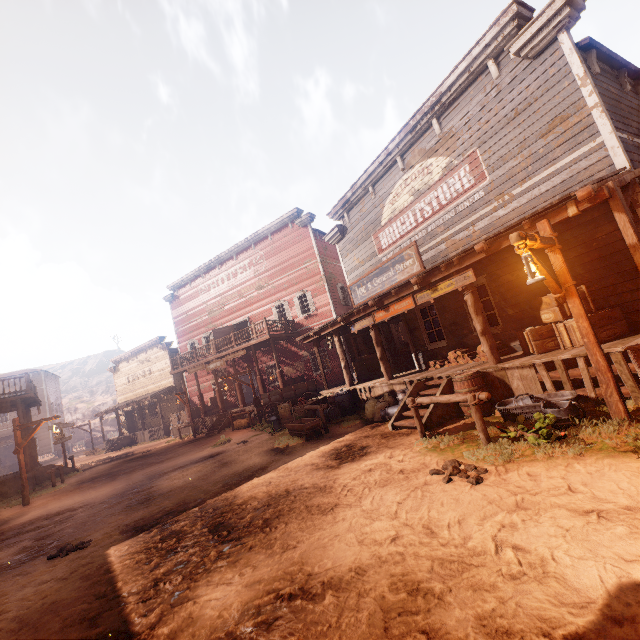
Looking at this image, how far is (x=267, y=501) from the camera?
5.8m

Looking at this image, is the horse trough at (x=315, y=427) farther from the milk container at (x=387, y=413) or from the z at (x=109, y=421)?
the milk container at (x=387, y=413)

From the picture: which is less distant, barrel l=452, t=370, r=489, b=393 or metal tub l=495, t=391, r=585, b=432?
metal tub l=495, t=391, r=585, b=432

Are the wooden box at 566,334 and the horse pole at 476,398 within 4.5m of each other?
A: yes

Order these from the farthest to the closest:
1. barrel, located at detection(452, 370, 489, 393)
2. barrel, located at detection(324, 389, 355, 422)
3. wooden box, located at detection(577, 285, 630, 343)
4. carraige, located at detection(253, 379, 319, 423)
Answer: carraige, located at detection(253, 379, 319, 423), barrel, located at detection(324, 389, 355, 422), barrel, located at detection(452, 370, 489, 393), wooden box, located at detection(577, 285, 630, 343)

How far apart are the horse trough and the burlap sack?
1.45m

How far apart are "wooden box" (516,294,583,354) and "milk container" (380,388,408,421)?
2.89m

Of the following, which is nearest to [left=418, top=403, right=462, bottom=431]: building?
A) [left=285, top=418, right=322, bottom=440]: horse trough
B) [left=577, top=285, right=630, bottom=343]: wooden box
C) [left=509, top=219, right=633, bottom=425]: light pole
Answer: [left=577, top=285, right=630, bottom=343]: wooden box
